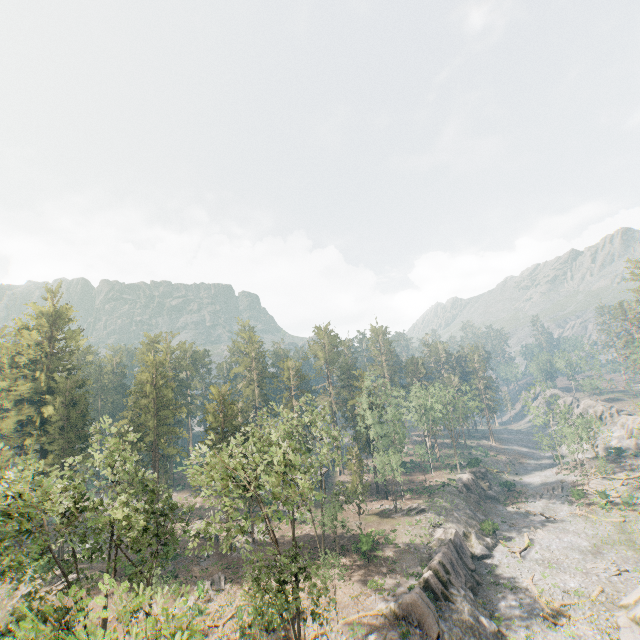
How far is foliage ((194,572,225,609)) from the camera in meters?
34.7 m

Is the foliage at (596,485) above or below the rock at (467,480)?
below

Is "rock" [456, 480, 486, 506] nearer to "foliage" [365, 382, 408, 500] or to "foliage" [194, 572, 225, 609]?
"foliage" [365, 382, 408, 500]

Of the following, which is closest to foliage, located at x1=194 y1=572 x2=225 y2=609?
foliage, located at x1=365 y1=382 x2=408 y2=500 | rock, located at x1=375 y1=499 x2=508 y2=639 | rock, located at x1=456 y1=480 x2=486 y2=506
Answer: rock, located at x1=375 y1=499 x2=508 y2=639

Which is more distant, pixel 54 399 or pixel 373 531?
pixel 54 399

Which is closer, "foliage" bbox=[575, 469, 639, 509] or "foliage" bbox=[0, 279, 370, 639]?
"foliage" bbox=[0, 279, 370, 639]

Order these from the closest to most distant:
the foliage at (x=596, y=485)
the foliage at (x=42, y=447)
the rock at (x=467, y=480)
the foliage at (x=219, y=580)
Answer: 1. the foliage at (x=42, y=447)
2. the foliage at (x=219, y=580)
3. the foliage at (x=596, y=485)
4. the rock at (x=467, y=480)

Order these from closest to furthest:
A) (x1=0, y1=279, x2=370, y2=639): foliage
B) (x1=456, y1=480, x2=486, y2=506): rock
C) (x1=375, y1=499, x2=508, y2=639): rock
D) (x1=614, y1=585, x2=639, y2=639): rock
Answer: (x1=0, y1=279, x2=370, y2=639): foliage < (x1=614, y1=585, x2=639, y2=639): rock < (x1=375, y1=499, x2=508, y2=639): rock < (x1=456, y1=480, x2=486, y2=506): rock
